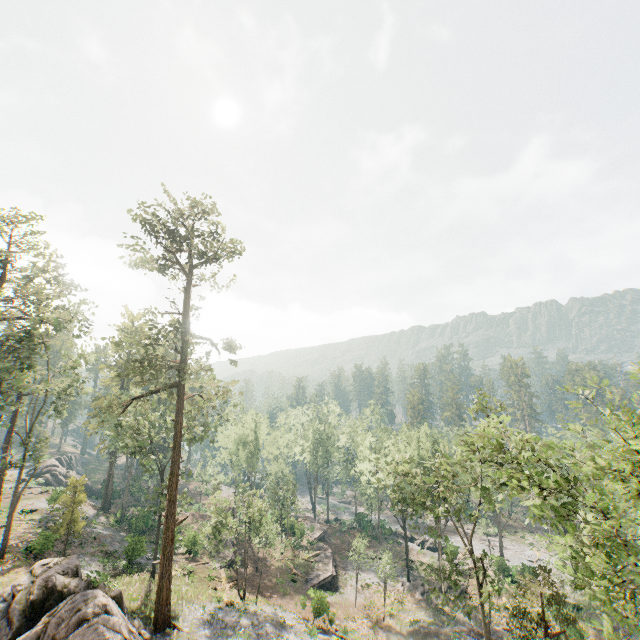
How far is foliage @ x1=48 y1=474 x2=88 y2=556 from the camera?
29.4 meters

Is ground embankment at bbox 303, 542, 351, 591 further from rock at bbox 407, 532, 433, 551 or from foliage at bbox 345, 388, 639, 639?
foliage at bbox 345, 388, 639, 639

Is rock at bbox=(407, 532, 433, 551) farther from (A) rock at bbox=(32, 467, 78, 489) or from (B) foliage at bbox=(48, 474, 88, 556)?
(A) rock at bbox=(32, 467, 78, 489)

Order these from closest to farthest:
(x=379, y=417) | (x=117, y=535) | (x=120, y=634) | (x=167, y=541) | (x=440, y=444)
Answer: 1. (x=120, y=634)
2. (x=167, y=541)
3. (x=440, y=444)
4. (x=117, y=535)
5. (x=379, y=417)

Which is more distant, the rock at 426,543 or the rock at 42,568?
the rock at 426,543

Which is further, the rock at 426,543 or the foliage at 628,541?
the rock at 426,543

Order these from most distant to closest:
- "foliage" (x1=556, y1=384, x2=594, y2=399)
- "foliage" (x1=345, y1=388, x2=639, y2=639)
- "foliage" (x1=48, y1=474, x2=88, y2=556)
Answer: "foliage" (x1=48, y1=474, x2=88, y2=556) < "foliage" (x1=556, y1=384, x2=594, y2=399) < "foliage" (x1=345, y1=388, x2=639, y2=639)

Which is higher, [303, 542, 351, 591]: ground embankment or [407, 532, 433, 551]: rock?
[303, 542, 351, 591]: ground embankment
